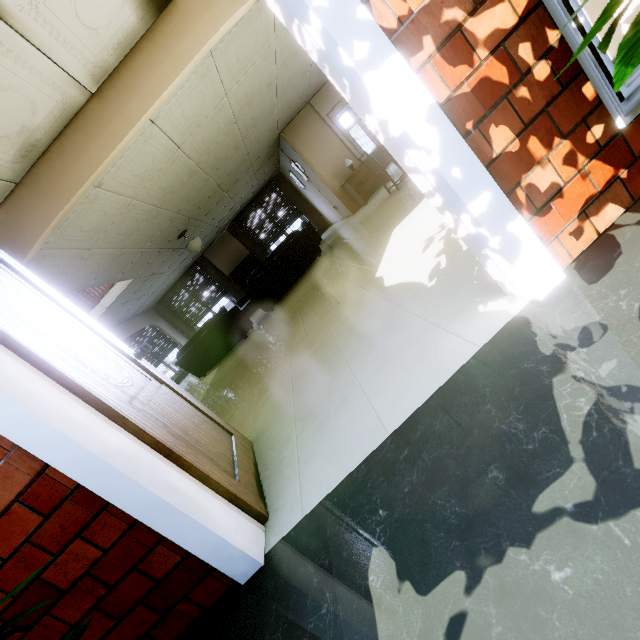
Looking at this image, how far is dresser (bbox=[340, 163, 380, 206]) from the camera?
8.02m

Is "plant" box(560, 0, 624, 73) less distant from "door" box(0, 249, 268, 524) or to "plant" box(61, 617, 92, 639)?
"plant" box(61, 617, 92, 639)

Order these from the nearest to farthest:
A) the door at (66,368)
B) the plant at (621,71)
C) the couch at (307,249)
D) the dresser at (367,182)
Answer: the plant at (621,71) → the door at (66,368) → the couch at (307,249) → the dresser at (367,182)

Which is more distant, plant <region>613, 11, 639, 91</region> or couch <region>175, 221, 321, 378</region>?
couch <region>175, 221, 321, 378</region>

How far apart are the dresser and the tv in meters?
4.8

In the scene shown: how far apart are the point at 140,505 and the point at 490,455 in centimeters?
121cm

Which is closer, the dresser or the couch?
the couch

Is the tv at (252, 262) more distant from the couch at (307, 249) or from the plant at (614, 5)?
the plant at (614, 5)
